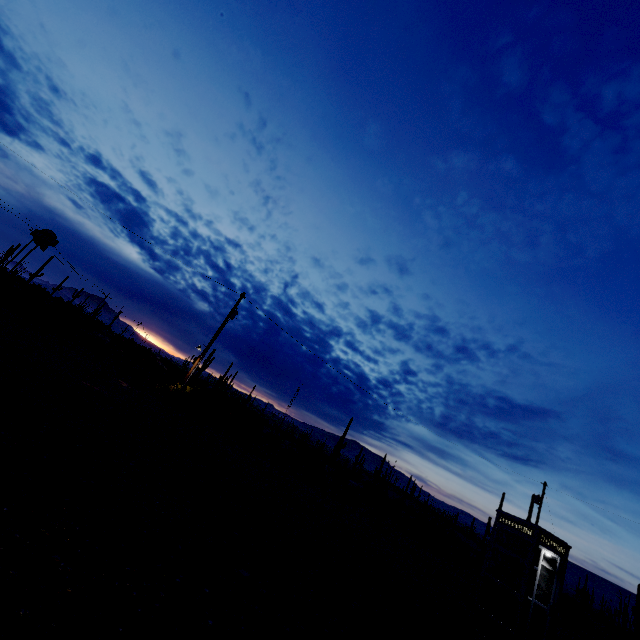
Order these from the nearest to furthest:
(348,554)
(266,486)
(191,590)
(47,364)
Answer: (191,590) → (348,554) → (47,364) → (266,486)

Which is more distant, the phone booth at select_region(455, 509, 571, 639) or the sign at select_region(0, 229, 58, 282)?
the sign at select_region(0, 229, 58, 282)

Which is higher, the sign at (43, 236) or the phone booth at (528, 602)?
the sign at (43, 236)

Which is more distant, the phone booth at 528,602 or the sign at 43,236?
the sign at 43,236

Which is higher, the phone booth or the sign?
the sign
